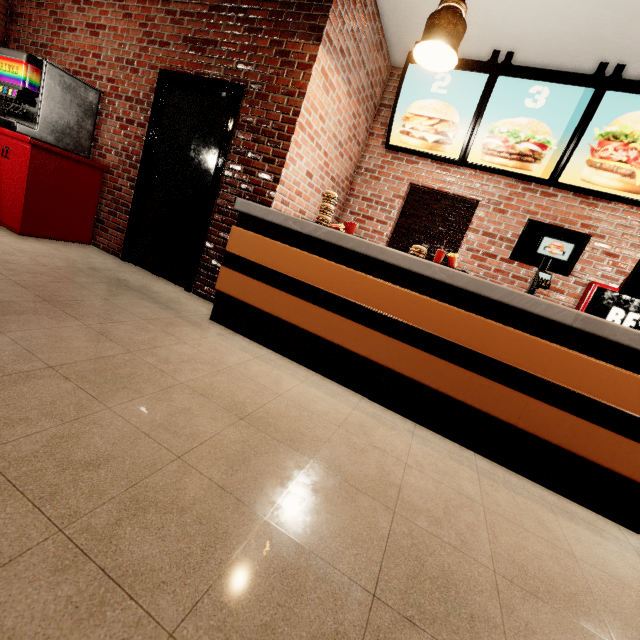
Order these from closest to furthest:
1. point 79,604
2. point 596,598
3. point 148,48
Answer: point 79,604 → point 596,598 → point 148,48
